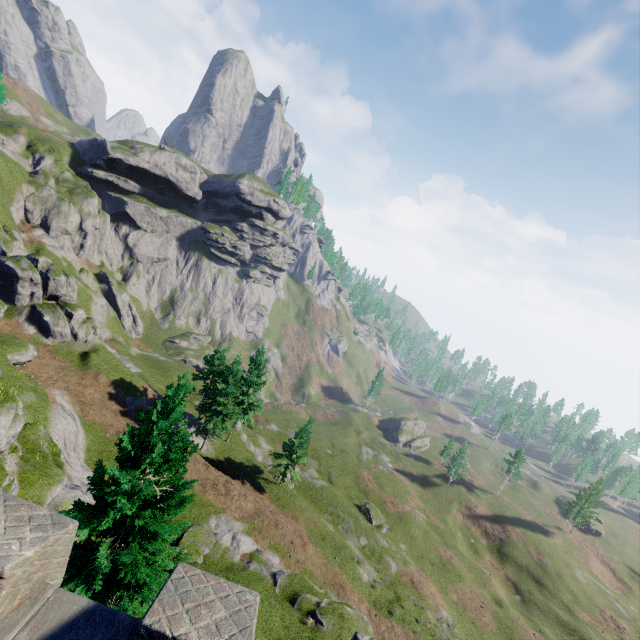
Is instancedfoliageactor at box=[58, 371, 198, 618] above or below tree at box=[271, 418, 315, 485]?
above

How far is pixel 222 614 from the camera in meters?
4.2 m

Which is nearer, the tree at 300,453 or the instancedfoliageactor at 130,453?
the instancedfoliageactor at 130,453

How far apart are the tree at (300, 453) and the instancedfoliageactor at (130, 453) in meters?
27.9

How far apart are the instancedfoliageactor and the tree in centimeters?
2793cm

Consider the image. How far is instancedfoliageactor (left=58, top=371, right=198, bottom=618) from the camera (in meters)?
11.33

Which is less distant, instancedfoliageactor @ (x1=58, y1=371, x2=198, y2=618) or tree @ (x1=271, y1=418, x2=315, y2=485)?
instancedfoliageactor @ (x1=58, y1=371, x2=198, y2=618)

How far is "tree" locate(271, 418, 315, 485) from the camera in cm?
3931
